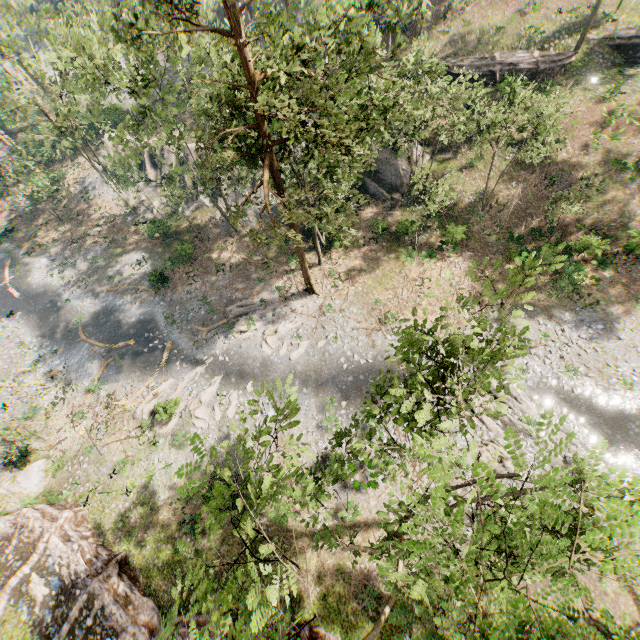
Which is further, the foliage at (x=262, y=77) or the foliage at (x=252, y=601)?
the foliage at (x=262, y=77)

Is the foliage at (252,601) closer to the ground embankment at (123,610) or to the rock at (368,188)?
the ground embankment at (123,610)

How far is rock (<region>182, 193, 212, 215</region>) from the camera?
36.06m

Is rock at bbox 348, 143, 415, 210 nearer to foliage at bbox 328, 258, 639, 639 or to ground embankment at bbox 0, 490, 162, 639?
foliage at bbox 328, 258, 639, 639

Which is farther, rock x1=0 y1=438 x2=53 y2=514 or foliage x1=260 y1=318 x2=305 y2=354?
foliage x1=260 y1=318 x2=305 y2=354

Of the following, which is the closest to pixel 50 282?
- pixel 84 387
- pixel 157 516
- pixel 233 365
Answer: pixel 84 387

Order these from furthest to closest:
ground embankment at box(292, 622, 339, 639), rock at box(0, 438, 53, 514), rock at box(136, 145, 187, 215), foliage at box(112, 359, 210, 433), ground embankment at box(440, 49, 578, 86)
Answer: rock at box(136, 145, 187, 215), ground embankment at box(440, 49, 578, 86), foliage at box(112, 359, 210, 433), rock at box(0, 438, 53, 514), ground embankment at box(292, 622, 339, 639)

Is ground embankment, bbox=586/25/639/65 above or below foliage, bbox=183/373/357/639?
below
